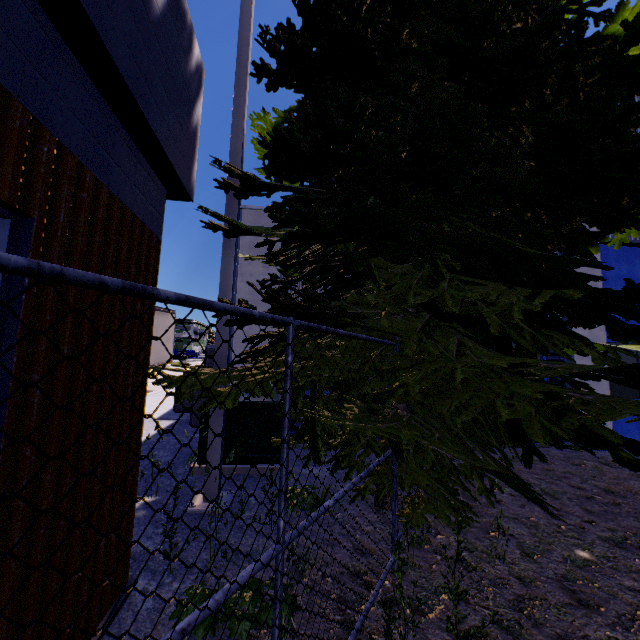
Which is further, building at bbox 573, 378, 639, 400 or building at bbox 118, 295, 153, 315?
building at bbox 573, 378, 639, 400

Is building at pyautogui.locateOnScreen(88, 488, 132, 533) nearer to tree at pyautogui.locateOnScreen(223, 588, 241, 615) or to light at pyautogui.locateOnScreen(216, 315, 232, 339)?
tree at pyautogui.locateOnScreen(223, 588, 241, 615)

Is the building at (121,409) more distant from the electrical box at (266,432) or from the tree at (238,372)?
the electrical box at (266,432)

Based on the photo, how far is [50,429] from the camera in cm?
166

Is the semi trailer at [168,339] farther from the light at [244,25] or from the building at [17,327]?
the light at [244,25]

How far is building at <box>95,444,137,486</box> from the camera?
2.21m

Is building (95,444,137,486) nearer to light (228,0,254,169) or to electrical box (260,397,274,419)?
electrical box (260,397,274,419)

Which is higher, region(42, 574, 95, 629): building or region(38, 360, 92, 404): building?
region(38, 360, 92, 404): building
